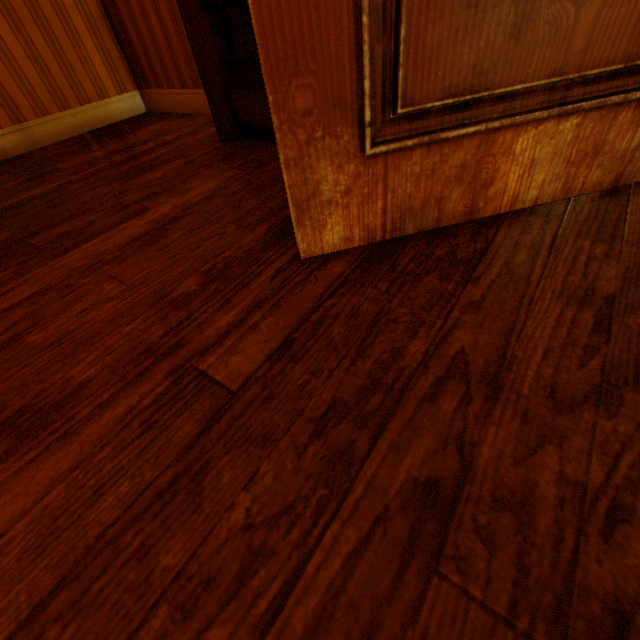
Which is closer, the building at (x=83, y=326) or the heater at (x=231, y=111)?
the building at (x=83, y=326)

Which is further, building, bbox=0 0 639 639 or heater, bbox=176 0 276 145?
heater, bbox=176 0 276 145

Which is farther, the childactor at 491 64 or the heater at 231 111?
the heater at 231 111

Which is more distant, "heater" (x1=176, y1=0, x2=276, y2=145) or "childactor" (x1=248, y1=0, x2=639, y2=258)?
"heater" (x1=176, y1=0, x2=276, y2=145)

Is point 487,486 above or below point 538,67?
below
